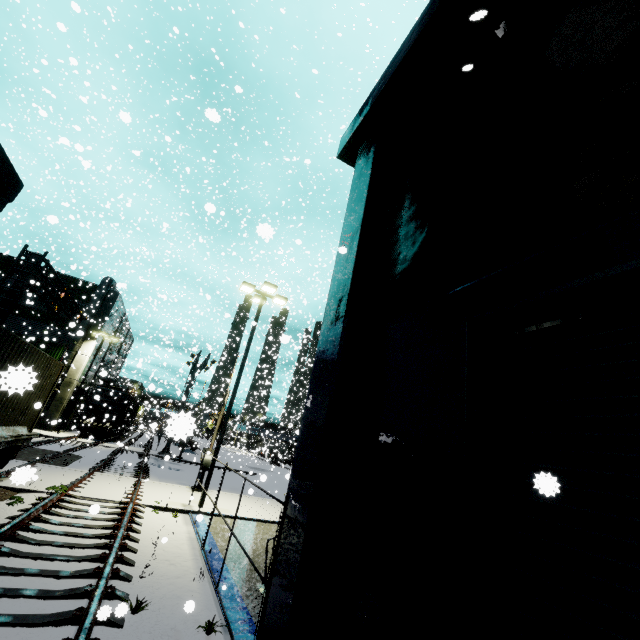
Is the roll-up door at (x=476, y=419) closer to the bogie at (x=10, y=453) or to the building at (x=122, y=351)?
the building at (x=122, y=351)

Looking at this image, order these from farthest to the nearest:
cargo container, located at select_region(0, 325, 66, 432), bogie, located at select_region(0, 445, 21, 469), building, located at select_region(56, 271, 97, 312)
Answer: building, located at select_region(56, 271, 97, 312) → bogie, located at select_region(0, 445, 21, 469) → cargo container, located at select_region(0, 325, 66, 432)

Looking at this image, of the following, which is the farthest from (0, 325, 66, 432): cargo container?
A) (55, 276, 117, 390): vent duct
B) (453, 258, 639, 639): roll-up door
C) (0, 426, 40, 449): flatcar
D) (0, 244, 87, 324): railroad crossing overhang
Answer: (55, 276, 117, 390): vent duct

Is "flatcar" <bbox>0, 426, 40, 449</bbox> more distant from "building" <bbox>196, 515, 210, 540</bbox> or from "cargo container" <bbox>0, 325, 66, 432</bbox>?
"building" <bbox>196, 515, 210, 540</bbox>

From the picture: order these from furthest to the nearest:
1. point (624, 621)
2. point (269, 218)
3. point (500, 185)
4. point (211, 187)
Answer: point (211, 187), point (269, 218), point (500, 185), point (624, 621)

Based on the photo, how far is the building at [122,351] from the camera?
30.1 meters

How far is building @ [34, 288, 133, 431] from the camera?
30.1 meters

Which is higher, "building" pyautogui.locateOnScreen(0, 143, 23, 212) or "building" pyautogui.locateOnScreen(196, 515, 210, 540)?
"building" pyautogui.locateOnScreen(0, 143, 23, 212)
